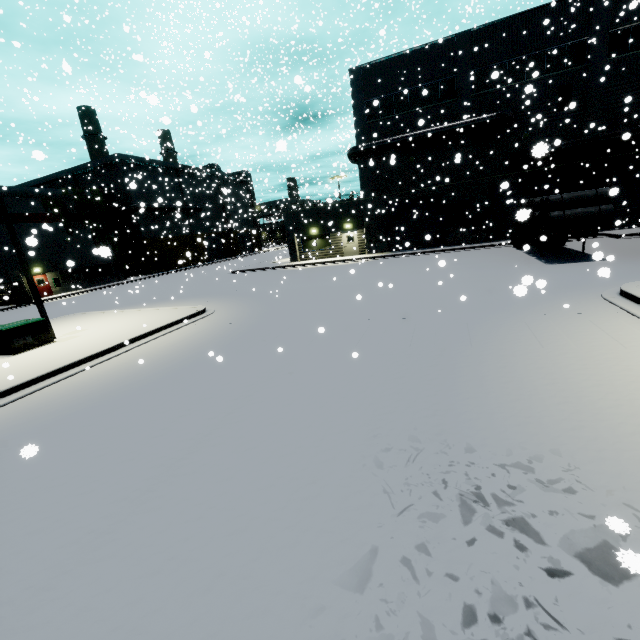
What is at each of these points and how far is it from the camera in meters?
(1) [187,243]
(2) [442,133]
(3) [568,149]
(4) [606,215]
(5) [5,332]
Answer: (1) building, 52.6 m
(2) vent duct, 24.4 m
(3) pipe, 21.8 m
(4) concrete pipe stack, 14.1 m
(5) electrical box, 11.4 m

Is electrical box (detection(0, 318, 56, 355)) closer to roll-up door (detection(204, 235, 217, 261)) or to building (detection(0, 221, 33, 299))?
building (detection(0, 221, 33, 299))

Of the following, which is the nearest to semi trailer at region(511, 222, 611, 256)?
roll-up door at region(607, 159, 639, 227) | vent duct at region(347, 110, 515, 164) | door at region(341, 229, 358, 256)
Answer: roll-up door at region(607, 159, 639, 227)

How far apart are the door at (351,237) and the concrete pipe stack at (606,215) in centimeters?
1469cm

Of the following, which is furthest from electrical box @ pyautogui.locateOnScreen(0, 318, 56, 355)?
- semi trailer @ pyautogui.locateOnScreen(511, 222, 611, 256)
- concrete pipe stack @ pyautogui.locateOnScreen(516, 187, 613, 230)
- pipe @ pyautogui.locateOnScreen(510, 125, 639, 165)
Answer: pipe @ pyautogui.locateOnScreen(510, 125, 639, 165)

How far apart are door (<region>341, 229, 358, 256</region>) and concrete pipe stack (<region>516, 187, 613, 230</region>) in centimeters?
1469cm

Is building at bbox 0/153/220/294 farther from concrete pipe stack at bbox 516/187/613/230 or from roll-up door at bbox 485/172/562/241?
concrete pipe stack at bbox 516/187/613/230

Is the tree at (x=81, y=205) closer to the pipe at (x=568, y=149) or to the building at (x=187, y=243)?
the building at (x=187, y=243)
